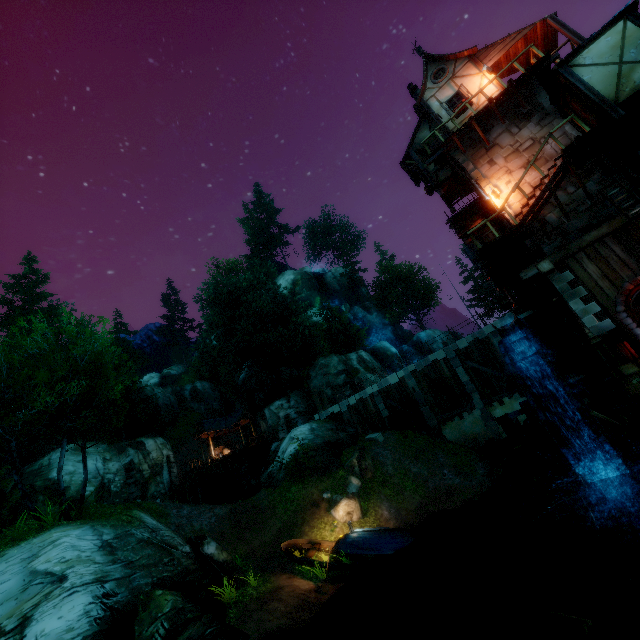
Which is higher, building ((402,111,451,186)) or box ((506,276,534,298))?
building ((402,111,451,186))

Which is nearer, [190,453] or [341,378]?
[341,378]

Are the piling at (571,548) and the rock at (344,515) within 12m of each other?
yes

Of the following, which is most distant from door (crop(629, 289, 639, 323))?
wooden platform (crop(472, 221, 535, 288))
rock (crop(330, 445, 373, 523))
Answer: rock (crop(330, 445, 373, 523))

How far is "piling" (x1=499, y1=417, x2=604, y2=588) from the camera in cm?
1124

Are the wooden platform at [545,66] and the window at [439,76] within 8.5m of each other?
yes

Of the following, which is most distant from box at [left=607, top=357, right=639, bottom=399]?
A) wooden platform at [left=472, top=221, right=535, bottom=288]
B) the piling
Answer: wooden platform at [left=472, top=221, right=535, bottom=288]

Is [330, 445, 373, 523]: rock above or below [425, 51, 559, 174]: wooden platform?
below
